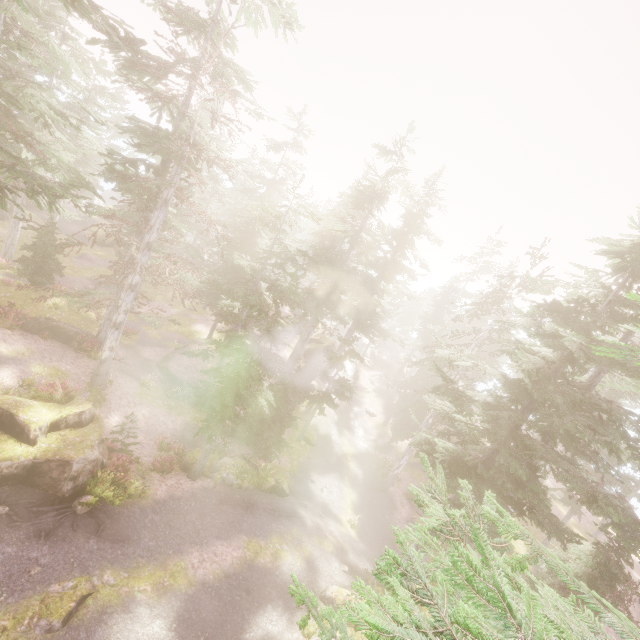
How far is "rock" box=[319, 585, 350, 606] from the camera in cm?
1448

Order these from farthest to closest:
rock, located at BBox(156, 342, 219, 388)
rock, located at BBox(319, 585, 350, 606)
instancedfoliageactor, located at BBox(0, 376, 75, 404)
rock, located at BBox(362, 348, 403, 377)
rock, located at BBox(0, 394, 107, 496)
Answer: rock, located at BBox(362, 348, 403, 377) → rock, located at BBox(156, 342, 219, 388) → rock, located at BBox(319, 585, 350, 606) → instancedfoliageactor, located at BBox(0, 376, 75, 404) → rock, located at BBox(0, 394, 107, 496)

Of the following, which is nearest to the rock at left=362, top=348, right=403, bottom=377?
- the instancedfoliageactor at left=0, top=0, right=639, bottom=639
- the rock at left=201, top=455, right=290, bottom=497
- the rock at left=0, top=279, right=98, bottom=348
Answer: the instancedfoliageactor at left=0, top=0, right=639, bottom=639

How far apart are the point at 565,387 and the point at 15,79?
28.7m

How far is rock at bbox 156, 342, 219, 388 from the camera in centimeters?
2438cm

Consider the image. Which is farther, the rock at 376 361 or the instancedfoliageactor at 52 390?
the rock at 376 361

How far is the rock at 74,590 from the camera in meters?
9.0

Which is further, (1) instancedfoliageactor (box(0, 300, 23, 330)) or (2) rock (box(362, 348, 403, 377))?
(2) rock (box(362, 348, 403, 377))
